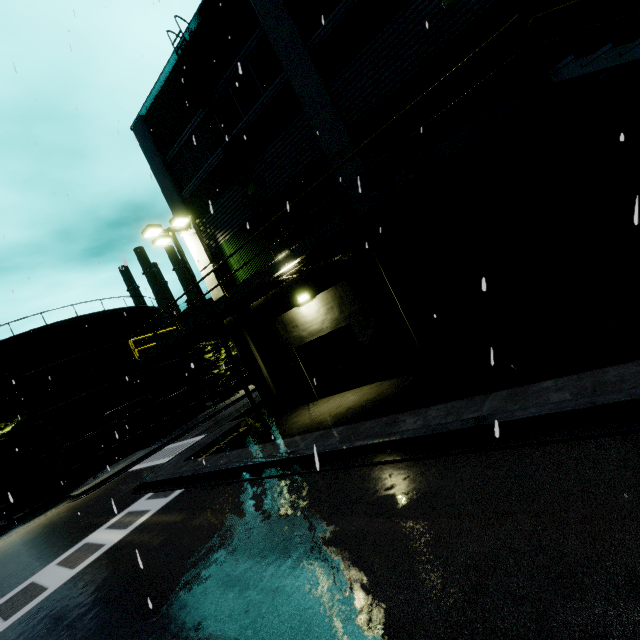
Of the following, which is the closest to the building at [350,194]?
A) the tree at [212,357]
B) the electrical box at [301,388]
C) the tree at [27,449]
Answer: the electrical box at [301,388]

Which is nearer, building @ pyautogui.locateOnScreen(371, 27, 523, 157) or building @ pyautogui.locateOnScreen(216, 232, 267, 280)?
building @ pyautogui.locateOnScreen(371, 27, 523, 157)

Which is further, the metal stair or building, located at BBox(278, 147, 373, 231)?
building, located at BBox(278, 147, 373, 231)

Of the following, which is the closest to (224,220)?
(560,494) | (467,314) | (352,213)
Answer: (352,213)

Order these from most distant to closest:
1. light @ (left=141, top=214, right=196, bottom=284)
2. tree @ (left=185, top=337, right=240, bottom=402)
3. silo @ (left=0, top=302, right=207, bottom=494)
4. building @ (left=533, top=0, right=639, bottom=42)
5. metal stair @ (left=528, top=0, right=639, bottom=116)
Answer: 1. tree @ (left=185, top=337, right=240, bottom=402)
2. silo @ (left=0, top=302, right=207, bottom=494)
3. light @ (left=141, top=214, right=196, bottom=284)
4. building @ (left=533, top=0, right=639, bottom=42)
5. metal stair @ (left=528, top=0, right=639, bottom=116)

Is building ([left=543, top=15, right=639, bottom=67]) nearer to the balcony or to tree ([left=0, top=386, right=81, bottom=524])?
the balcony

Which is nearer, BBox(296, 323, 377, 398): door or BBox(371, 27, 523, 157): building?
BBox(371, 27, 523, 157): building

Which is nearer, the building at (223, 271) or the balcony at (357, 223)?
the balcony at (357, 223)
